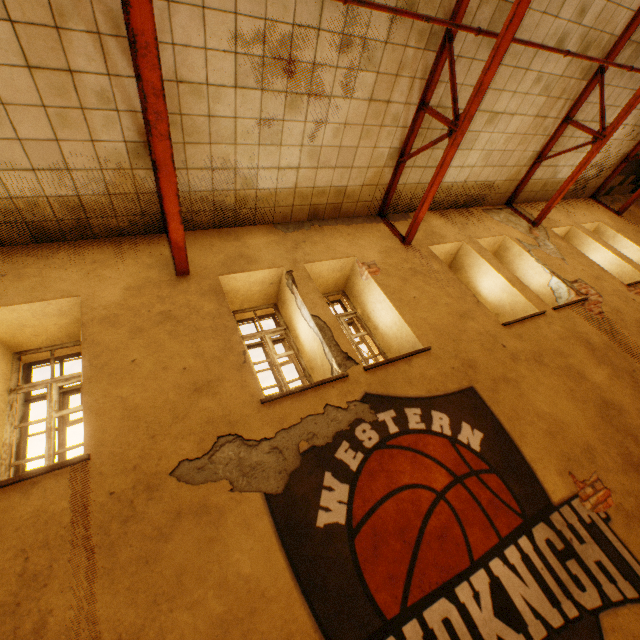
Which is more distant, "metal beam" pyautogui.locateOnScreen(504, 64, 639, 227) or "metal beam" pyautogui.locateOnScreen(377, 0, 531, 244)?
"metal beam" pyautogui.locateOnScreen(504, 64, 639, 227)

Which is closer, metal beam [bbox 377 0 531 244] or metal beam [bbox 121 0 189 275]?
metal beam [bbox 121 0 189 275]

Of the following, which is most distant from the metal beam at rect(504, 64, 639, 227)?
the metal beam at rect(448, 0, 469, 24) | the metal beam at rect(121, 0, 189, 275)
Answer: the metal beam at rect(121, 0, 189, 275)

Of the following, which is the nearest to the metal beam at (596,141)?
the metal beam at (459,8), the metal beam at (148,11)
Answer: the metal beam at (459,8)

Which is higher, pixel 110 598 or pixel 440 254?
pixel 440 254

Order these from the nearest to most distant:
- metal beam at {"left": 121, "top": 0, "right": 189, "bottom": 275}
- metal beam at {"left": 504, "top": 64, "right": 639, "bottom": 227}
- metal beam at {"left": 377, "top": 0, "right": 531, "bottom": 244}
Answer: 1. metal beam at {"left": 121, "top": 0, "right": 189, "bottom": 275}
2. metal beam at {"left": 377, "top": 0, "right": 531, "bottom": 244}
3. metal beam at {"left": 504, "top": 64, "right": 639, "bottom": 227}
